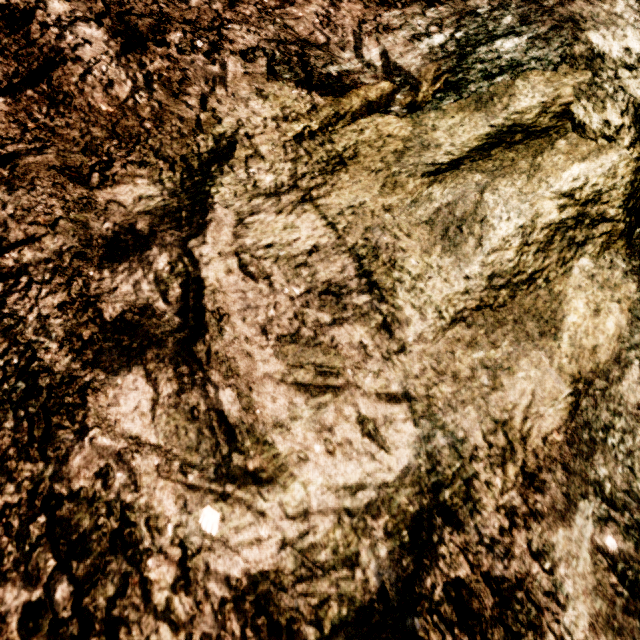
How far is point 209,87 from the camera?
2.01m
